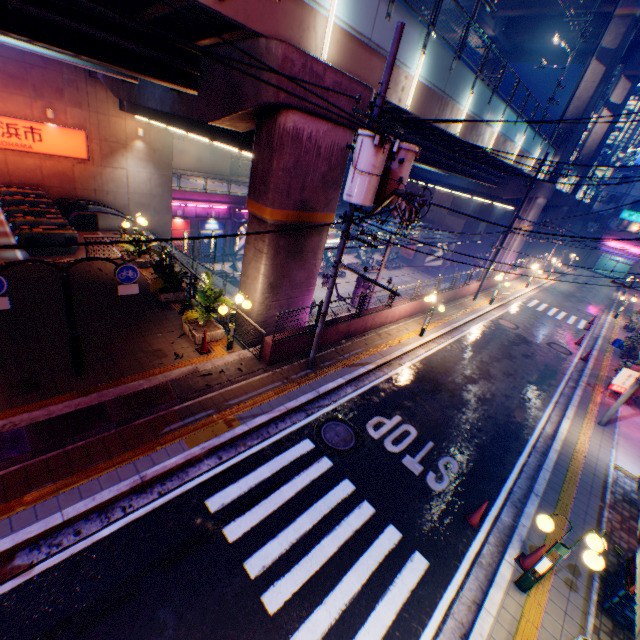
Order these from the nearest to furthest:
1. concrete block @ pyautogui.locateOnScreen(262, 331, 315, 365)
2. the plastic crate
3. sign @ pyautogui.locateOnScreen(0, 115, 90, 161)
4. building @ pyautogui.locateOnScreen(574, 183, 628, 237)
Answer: the plastic crate < concrete block @ pyautogui.locateOnScreen(262, 331, 315, 365) < sign @ pyautogui.locateOnScreen(0, 115, 90, 161) < building @ pyautogui.locateOnScreen(574, 183, 628, 237)

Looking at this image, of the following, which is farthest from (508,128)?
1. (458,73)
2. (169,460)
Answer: (169,460)

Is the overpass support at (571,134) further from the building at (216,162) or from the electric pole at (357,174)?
the building at (216,162)

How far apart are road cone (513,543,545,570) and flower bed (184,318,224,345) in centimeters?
1038cm

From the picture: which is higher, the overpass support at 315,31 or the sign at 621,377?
the overpass support at 315,31

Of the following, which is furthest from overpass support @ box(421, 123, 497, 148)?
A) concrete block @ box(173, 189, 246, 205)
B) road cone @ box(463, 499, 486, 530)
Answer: road cone @ box(463, 499, 486, 530)

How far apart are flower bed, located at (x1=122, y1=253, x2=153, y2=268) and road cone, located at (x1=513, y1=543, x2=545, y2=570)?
17.19m

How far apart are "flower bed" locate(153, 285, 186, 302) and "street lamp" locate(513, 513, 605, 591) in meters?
13.4 m
